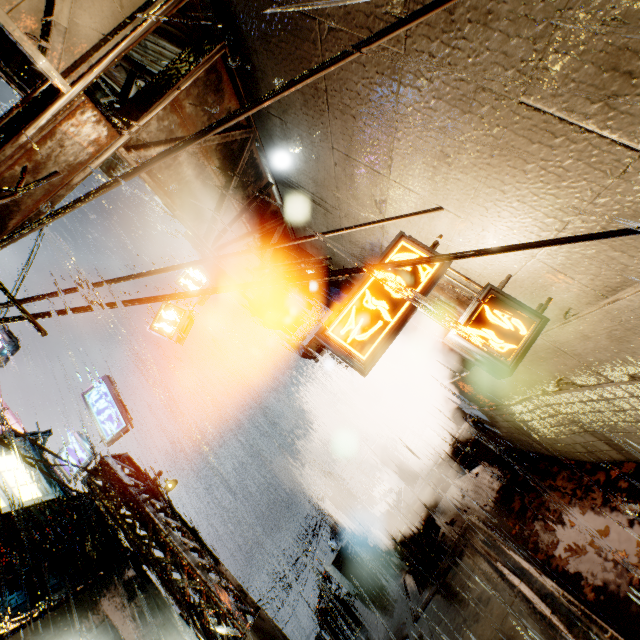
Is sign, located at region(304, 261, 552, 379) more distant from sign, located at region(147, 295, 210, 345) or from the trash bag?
the trash bag

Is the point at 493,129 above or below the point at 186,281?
below

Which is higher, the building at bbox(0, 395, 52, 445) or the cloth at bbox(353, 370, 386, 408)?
the building at bbox(0, 395, 52, 445)

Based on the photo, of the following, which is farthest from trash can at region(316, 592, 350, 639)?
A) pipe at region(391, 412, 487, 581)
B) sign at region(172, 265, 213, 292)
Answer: sign at region(172, 265, 213, 292)

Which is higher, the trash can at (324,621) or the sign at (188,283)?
the sign at (188,283)

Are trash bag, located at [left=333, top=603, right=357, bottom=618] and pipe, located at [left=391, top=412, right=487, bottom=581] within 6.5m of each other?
yes

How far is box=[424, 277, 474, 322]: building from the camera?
5.3m

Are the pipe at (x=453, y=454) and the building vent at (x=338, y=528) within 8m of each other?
no
